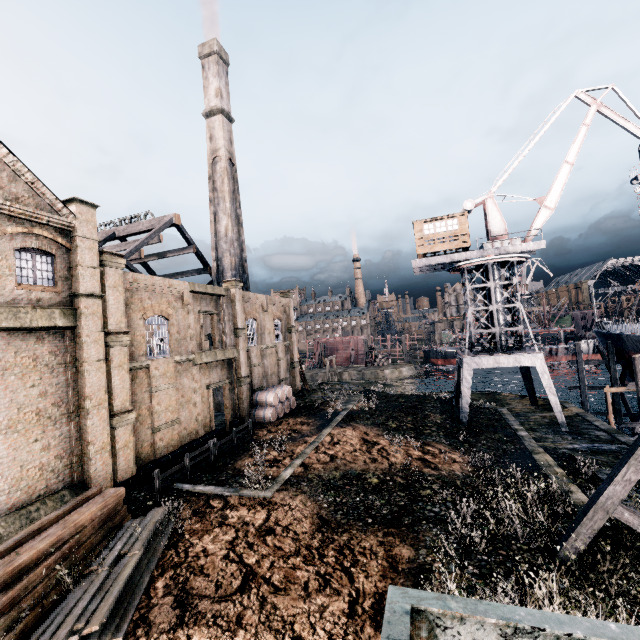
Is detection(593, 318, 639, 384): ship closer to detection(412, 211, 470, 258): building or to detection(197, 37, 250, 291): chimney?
detection(412, 211, 470, 258): building

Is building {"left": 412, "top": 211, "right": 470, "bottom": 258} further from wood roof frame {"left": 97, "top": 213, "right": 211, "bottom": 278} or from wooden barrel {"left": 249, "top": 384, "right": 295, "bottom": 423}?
wood roof frame {"left": 97, "top": 213, "right": 211, "bottom": 278}

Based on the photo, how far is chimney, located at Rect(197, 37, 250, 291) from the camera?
37.6m

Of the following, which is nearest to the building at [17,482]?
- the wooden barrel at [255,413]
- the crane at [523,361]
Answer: the wooden barrel at [255,413]

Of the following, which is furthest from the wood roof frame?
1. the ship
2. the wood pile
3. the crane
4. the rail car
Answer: the ship

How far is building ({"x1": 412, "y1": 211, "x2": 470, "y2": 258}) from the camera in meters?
28.3

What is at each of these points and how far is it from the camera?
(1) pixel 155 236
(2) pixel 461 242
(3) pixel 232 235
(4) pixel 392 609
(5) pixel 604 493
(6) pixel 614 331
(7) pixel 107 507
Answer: (1) wood roof frame, 32.91m
(2) building, 28.34m
(3) chimney, 37.22m
(4) rail car, 3.13m
(5) wooden brace, 10.48m
(6) ship, 32.97m
(7) wood pile, 13.42m

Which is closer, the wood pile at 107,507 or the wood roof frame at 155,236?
the wood pile at 107,507
